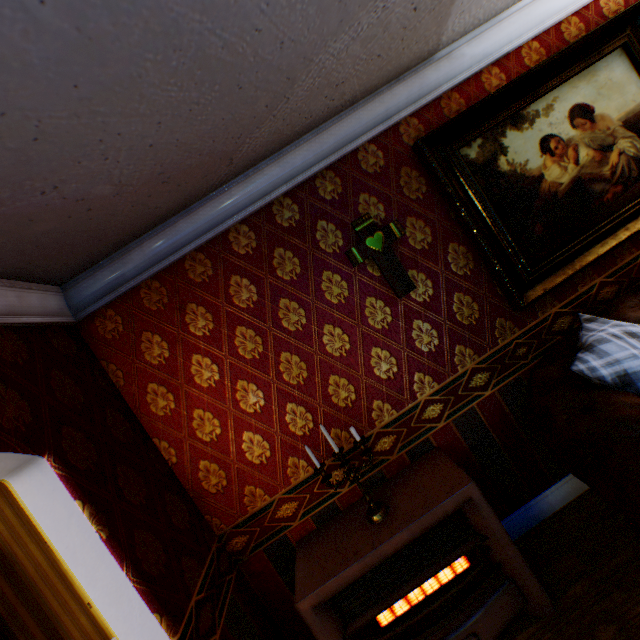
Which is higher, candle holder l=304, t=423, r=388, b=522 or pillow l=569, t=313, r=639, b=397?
pillow l=569, t=313, r=639, b=397

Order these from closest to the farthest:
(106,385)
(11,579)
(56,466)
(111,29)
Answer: (111,29)
(56,466)
(106,385)
(11,579)

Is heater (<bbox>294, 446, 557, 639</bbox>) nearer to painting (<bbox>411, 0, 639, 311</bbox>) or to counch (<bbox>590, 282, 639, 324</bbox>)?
counch (<bbox>590, 282, 639, 324</bbox>)

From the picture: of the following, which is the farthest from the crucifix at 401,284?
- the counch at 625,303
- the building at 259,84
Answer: the counch at 625,303

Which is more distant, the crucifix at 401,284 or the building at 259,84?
the crucifix at 401,284

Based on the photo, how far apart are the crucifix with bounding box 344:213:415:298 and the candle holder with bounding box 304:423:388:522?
0.94m

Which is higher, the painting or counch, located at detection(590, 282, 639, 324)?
the painting

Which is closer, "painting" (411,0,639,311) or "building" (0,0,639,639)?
"building" (0,0,639,639)
